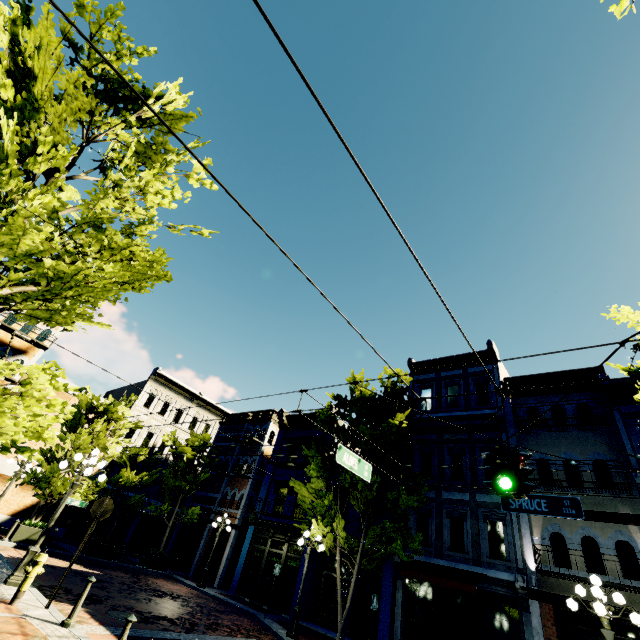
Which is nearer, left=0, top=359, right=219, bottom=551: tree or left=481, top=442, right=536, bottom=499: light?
left=0, top=359, right=219, bottom=551: tree

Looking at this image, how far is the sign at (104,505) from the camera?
7.9m

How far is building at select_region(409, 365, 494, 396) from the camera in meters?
17.9

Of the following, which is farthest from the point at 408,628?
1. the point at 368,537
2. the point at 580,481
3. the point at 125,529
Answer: the point at 125,529

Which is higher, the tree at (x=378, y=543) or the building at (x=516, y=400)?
the building at (x=516, y=400)

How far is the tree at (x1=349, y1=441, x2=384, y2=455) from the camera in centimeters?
1490cm

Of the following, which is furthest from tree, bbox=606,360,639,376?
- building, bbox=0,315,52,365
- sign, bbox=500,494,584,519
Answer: building, bbox=0,315,52,365

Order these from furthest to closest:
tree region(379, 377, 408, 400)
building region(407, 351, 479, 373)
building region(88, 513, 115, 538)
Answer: building region(88, 513, 115, 538), building region(407, 351, 479, 373), tree region(379, 377, 408, 400)
